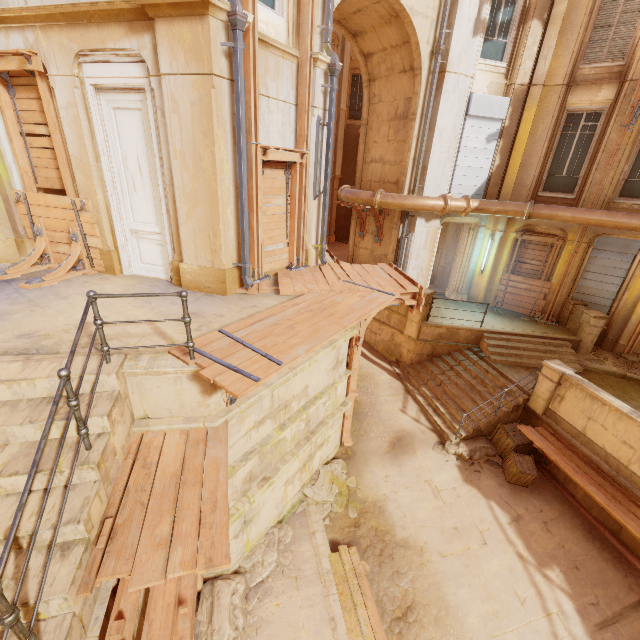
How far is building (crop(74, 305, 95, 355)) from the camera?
4.49m

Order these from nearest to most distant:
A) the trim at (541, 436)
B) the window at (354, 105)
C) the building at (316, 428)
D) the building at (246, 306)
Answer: the building at (316, 428) < the building at (246, 306) < the trim at (541, 436) < the window at (354, 105)

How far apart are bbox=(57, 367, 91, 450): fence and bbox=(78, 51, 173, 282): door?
4.3m

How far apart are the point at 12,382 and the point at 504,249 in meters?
14.8

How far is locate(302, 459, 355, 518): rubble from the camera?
8.0m

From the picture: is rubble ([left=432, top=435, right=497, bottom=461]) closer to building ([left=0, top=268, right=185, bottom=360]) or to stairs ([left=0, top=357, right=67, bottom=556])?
building ([left=0, top=268, right=185, bottom=360])

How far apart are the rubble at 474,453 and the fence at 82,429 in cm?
867

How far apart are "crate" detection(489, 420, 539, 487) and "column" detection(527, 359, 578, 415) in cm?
53
